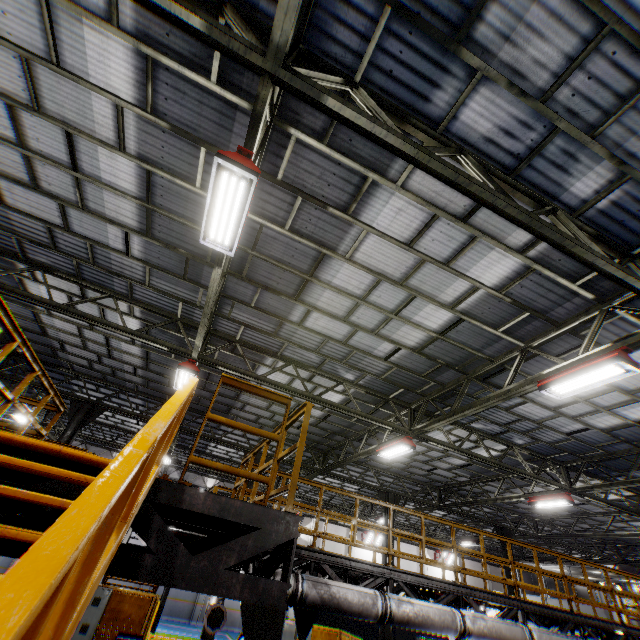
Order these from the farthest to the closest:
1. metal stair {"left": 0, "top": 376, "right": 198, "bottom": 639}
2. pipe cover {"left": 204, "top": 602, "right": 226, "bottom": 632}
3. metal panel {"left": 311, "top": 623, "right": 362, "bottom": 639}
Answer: metal panel {"left": 311, "top": 623, "right": 362, "bottom": 639} → pipe cover {"left": 204, "top": 602, "right": 226, "bottom": 632} → metal stair {"left": 0, "top": 376, "right": 198, "bottom": 639}

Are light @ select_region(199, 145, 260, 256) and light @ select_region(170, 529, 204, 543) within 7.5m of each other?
yes

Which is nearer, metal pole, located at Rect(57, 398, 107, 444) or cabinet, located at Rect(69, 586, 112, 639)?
cabinet, located at Rect(69, 586, 112, 639)

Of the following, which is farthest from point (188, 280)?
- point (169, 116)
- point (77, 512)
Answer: point (77, 512)

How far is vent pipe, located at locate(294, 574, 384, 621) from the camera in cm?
617

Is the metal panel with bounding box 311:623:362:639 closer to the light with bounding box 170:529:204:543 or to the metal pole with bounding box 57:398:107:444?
the metal pole with bounding box 57:398:107:444

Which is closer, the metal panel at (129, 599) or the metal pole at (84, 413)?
the metal panel at (129, 599)

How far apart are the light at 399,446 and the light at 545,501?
7.0 meters
